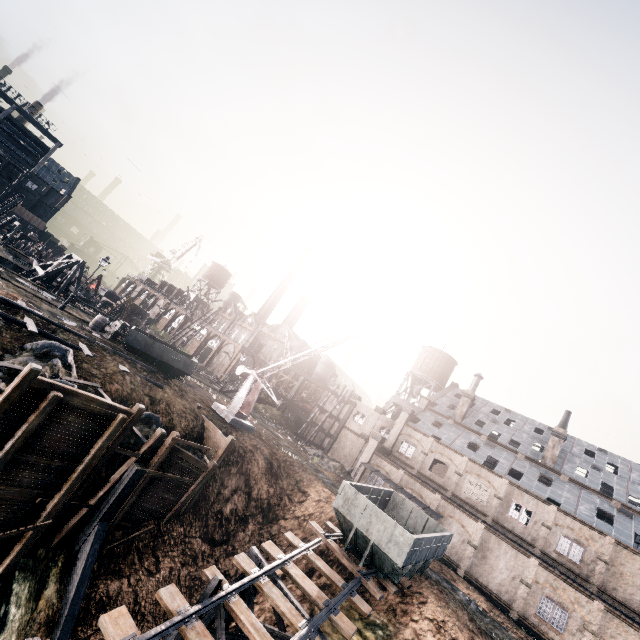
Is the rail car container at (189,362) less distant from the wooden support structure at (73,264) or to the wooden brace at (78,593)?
the wooden brace at (78,593)

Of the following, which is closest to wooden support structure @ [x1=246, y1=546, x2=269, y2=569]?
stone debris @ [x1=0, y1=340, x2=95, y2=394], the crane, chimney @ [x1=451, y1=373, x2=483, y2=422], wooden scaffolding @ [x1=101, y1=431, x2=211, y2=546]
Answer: wooden scaffolding @ [x1=101, y1=431, x2=211, y2=546]

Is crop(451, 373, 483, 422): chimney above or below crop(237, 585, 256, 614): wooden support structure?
above

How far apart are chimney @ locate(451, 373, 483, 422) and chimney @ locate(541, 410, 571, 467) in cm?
947

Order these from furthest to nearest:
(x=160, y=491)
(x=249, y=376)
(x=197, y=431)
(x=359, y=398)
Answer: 1. (x=359, y=398)
2. (x=249, y=376)
3. (x=197, y=431)
4. (x=160, y=491)

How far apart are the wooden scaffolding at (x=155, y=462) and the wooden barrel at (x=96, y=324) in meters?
16.6

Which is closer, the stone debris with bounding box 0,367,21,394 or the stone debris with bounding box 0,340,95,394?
the stone debris with bounding box 0,367,21,394

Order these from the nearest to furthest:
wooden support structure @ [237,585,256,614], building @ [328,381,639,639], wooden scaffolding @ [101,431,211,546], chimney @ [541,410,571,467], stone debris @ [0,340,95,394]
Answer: wooden support structure @ [237,585,256,614], stone debris @ [0,340,95,394], wooden scaffolding @ [101,431,211,546], building @ [328,381,639,639], chimney @ [541,410,571,467]
